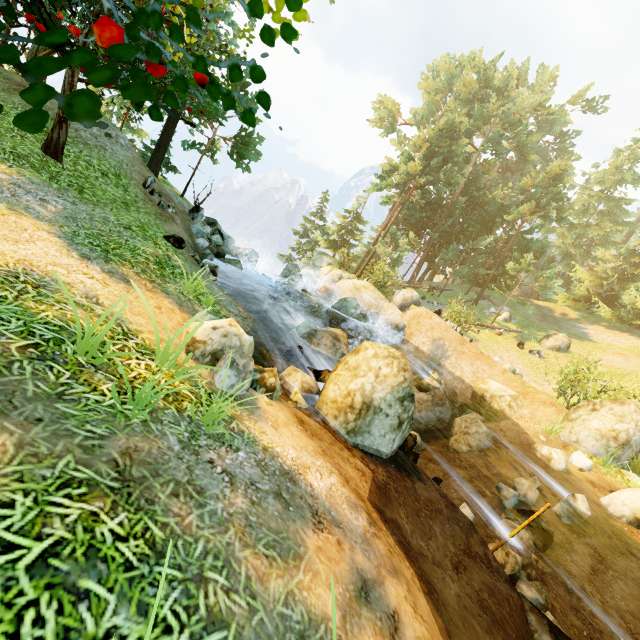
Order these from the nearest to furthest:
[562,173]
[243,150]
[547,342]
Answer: [243,150]
[547,342]
[562,173]

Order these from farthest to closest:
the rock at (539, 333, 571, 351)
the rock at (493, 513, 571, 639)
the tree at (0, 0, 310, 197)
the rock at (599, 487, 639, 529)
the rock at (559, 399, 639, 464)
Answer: the rock at (539, 333, 571, 351) → the rock at (559, 399, 639, 464) → the rock at (599, 487, 639, 529) → the rock at (493, 513, 571, 639) → the tree at (0, 0, 310, 197)

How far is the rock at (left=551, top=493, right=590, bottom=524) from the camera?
8.2 meters

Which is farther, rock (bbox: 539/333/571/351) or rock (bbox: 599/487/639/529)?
rock (bbox: 539/333/571/351)

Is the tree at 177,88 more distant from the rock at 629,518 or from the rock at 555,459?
the rock at 555,459

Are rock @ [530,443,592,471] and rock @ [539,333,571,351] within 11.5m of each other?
no

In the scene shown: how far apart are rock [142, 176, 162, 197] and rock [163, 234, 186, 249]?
3.3 meters

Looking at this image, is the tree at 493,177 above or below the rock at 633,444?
above
